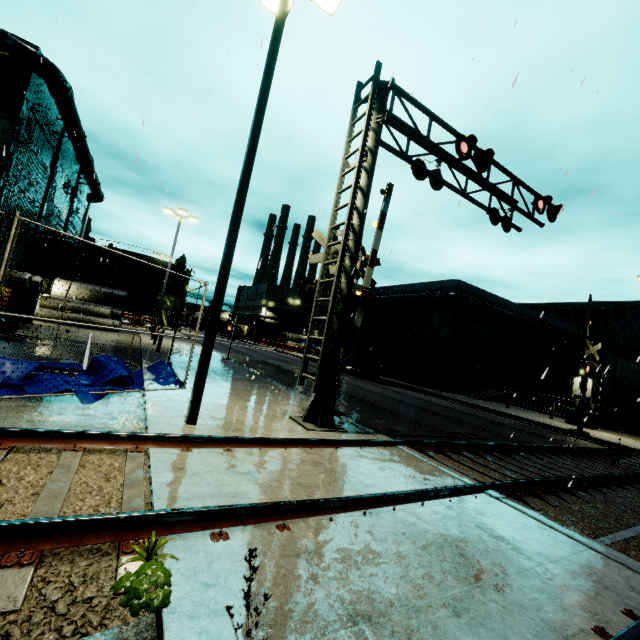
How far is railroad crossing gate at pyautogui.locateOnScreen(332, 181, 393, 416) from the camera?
9.38m

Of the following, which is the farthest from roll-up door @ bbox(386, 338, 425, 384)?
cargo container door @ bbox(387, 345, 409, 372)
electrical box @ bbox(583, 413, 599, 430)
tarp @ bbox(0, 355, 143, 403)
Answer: tarp @ bbox(0, 355, 143, 403)

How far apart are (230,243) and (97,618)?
5.4m

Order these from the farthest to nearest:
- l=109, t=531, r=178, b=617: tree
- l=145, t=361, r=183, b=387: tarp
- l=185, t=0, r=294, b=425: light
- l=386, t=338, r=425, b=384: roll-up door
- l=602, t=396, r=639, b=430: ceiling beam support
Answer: l=386, t=338, r=425, b=384: roll-up door
l=602, t=396, r=639, b=430: ceiling beam support
l=145, t=361, r=183, b=387: tarp
l=185, t=0, r=294, b=425: light
l=109, t=531, r=178, b=617: tree

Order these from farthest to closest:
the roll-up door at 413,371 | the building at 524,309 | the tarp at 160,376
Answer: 1. the roll-up door at 413,371
2. the building at 524,309
3. the tarp at 160,376

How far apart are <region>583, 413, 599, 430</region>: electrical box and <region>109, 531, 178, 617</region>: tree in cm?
2580

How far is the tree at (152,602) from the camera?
2.1m

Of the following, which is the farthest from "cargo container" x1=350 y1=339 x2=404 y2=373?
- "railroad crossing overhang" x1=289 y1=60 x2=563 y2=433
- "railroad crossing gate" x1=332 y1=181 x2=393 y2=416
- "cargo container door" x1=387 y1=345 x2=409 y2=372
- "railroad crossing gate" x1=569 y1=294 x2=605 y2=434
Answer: "railroad crossing overhang" x1=289 y1=60 x2=563 y2=433
